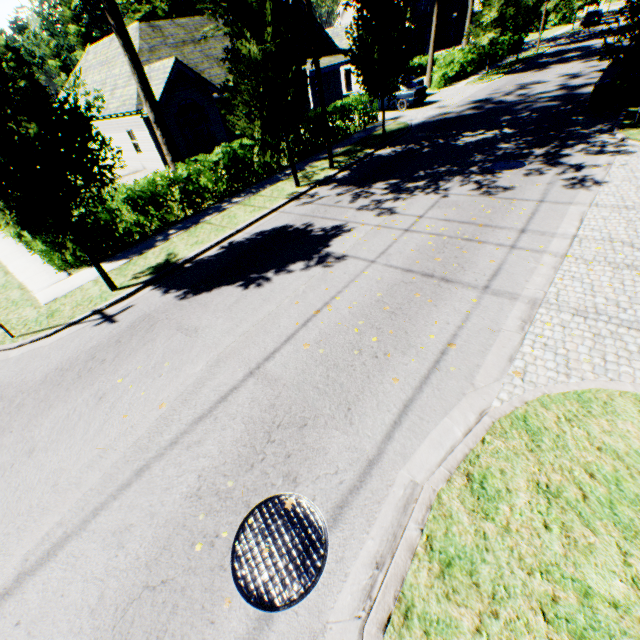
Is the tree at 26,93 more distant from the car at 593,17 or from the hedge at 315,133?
the hedge at 315,133

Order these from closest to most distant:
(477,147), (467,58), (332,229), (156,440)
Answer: (156,440) < (332,229) < (477,147) < (467,58)

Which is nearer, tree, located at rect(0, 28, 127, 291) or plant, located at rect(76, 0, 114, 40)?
tree, located at rect(0, 28, 127, 291)

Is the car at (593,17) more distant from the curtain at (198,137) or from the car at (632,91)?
the curtain at (198,137)

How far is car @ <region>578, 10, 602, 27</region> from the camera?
43.0 meters

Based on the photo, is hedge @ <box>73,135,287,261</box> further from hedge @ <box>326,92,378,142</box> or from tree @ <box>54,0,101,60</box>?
hedge @ <box>326,92,378,142</box>

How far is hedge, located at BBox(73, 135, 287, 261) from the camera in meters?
10.8

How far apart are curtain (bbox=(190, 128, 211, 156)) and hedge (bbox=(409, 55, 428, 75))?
28.8m
